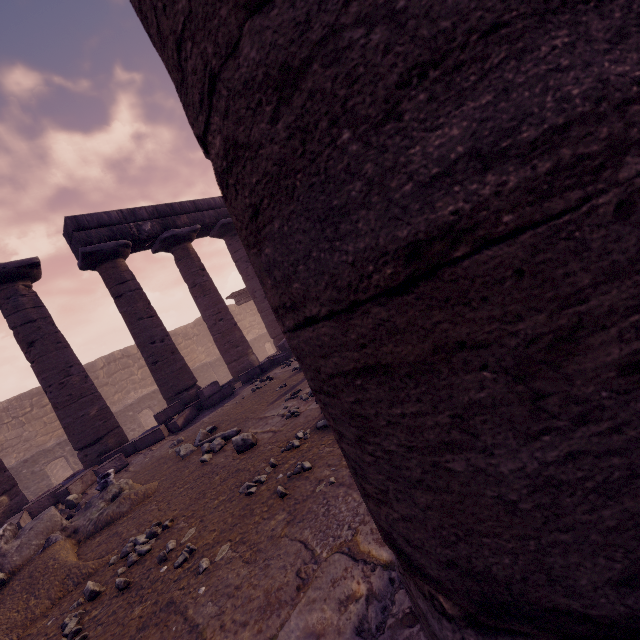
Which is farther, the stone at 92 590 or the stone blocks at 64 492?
the stone blocks at 64 492

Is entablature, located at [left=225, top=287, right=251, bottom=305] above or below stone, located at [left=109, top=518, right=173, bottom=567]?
above

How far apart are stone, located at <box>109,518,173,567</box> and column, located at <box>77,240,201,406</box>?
6.64m

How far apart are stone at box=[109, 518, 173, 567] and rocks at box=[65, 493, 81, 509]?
3.63m

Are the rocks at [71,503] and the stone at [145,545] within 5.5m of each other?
yes

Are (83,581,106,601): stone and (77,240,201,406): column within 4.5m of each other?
no

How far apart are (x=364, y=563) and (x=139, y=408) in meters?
18.0

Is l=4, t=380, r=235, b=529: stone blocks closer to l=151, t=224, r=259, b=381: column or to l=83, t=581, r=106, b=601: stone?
l=151, t=224, r=259, b=381: column
